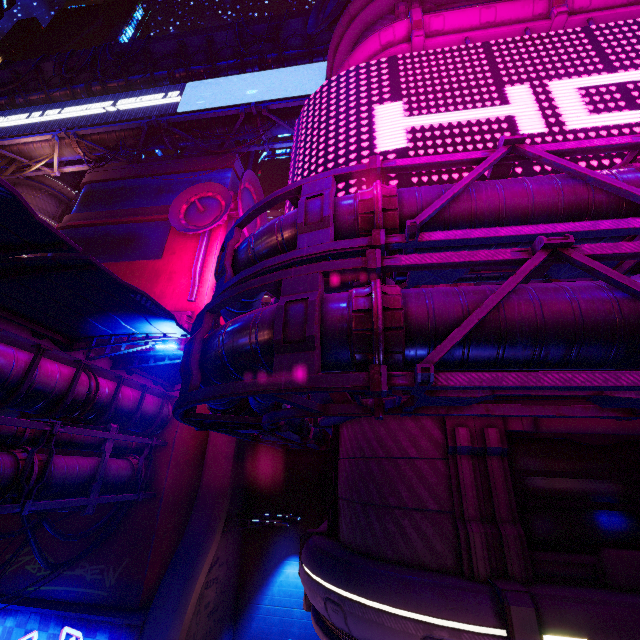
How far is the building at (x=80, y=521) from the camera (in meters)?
14.43

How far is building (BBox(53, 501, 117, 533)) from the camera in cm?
1443

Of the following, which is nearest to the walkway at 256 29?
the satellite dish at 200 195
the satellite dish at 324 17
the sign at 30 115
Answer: the satellite dish at 324 17

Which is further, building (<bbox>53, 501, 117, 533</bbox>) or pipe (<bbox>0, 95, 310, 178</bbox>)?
pipe (<bbox>0, 95, 310, 178</bbox>)

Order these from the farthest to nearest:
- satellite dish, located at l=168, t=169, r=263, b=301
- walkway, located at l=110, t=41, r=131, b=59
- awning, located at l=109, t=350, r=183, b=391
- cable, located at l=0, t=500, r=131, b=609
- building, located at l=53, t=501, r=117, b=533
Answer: walkway, located at l=110, t=41, r=131, b=59 → satellite dish, located at l=168, t=169, r=263, b=301 → building, located at l=53, t=501, r=117, b=533 → awning, located at l=109, t=350, r=183, b=391 → cable, located at l=0, t=500, r=131, b=609

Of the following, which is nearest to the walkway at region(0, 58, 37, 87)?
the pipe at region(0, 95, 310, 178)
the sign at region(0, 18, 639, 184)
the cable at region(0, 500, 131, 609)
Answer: the pipe at region(0, 95, 310, 178)

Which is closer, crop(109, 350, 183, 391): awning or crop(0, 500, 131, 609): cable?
crop(0, 500, 131, 609): cable

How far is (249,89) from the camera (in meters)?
24.38
